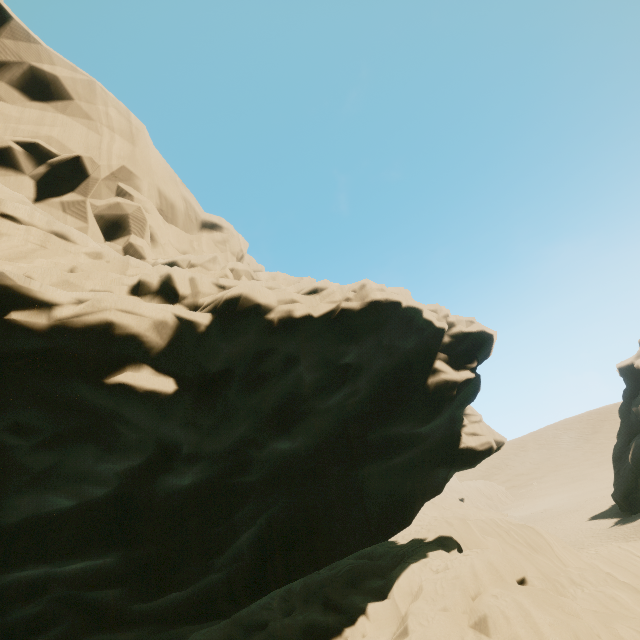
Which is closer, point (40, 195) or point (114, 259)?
point (114, 259)
